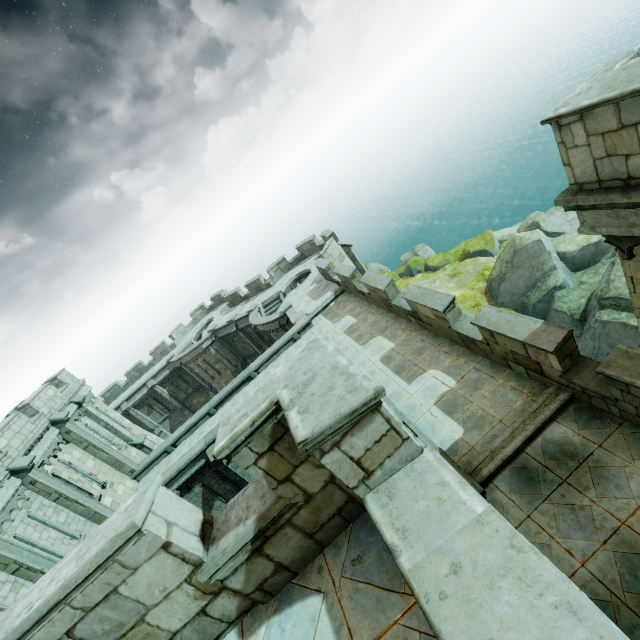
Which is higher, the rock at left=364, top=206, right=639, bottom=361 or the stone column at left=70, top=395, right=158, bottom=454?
the stone column at left=70, top=395, right=158, bottom=454

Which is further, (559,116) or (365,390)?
(559,116)

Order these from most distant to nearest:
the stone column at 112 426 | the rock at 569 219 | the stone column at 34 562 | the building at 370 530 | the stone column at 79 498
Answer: the stone column at 112 426
the rock at 569 219
the stone column at 79 498
the stone column at 34 562
the building at 370 530

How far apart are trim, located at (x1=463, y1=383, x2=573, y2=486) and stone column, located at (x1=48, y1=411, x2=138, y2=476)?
18.42m

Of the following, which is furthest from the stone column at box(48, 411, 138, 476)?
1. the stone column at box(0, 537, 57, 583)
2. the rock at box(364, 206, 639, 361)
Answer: the rock at box(364, 206, 639, 361)

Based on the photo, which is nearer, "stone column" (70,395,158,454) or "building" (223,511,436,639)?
"building" (223,511,436,639)

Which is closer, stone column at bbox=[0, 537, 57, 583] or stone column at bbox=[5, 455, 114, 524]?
stone column at bbox=[0, 537, 57, 583]

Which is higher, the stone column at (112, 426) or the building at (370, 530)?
the building at (370, 530)
